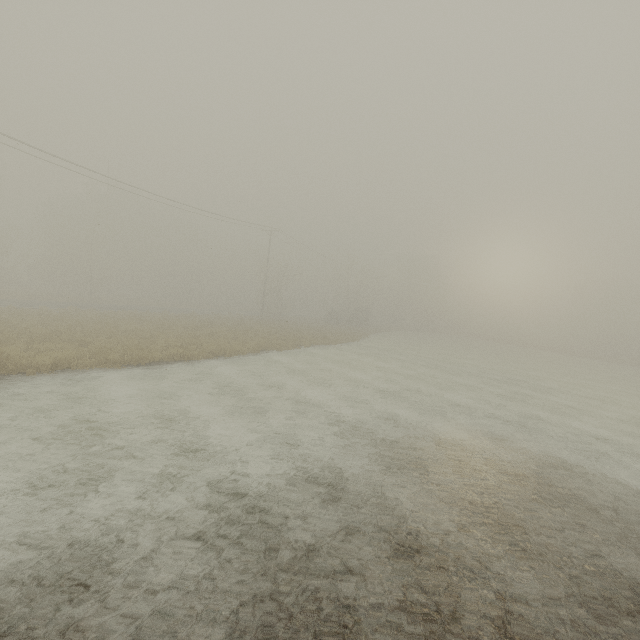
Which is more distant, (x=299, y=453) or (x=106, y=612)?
(x=299, y=453)
